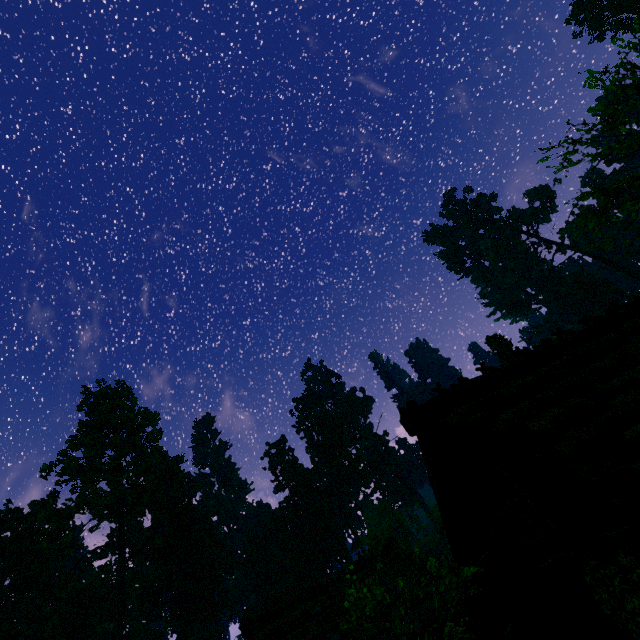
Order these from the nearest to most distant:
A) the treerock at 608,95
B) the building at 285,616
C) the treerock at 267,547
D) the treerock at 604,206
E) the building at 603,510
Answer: the building at 603,510 < the treerock at 267,547 < the treerock at 604,206 < the treerock at 608,95 < the building at 285,616

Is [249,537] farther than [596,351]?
Yes

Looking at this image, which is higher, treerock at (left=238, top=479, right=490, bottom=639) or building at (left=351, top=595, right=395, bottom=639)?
treerock at (left=238, top=479, right=490, bottom=639)

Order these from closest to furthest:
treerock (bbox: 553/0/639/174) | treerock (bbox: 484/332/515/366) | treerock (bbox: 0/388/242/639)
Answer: treerock (bbox: 553/0/639/174), treerock (bbox: 0/388/242/639), treerock (bbox: 484/332/515/366)

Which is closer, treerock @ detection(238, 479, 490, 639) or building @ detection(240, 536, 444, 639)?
treerock @ detection(238, 479, 490, 639)

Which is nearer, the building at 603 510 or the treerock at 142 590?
the building at 603 510

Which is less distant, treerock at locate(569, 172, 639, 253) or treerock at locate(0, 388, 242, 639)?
treerock at locate(569, 172, 639, 253)
